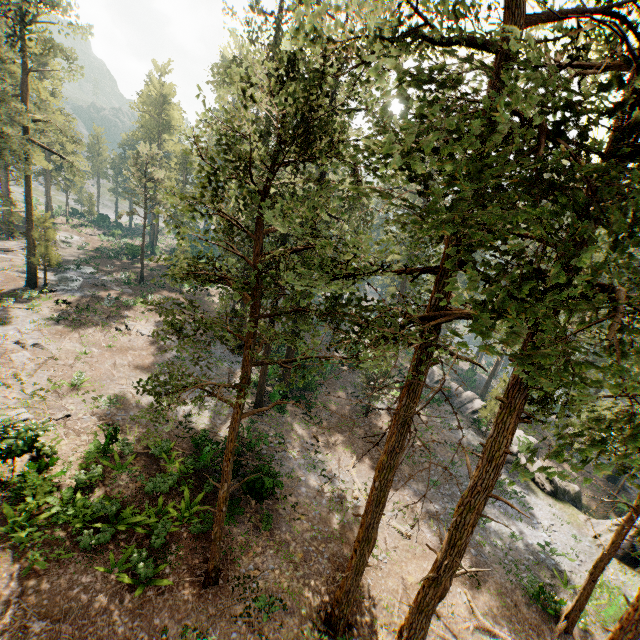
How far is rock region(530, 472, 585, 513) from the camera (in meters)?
26.55

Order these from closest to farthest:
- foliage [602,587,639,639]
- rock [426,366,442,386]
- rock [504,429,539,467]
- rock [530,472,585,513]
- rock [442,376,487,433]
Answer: foliage [602,587,639,639]
rock [530,472,585,513]
rock [504,429,539,467]
rock [442,376,487,433]
rock [426,366,442,386]

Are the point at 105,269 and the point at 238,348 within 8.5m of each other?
no

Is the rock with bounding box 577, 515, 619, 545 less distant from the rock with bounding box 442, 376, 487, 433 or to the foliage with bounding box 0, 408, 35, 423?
the rock with bounding box 442, 376, 487, 433

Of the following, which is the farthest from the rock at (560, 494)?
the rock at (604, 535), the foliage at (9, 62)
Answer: the foliage at (9, 62)

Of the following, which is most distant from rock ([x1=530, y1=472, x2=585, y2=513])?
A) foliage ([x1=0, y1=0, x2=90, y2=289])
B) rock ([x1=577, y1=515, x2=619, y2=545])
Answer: foliage ([x1=0, y1=0, x2=90, y2=289])

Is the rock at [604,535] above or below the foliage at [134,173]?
below
